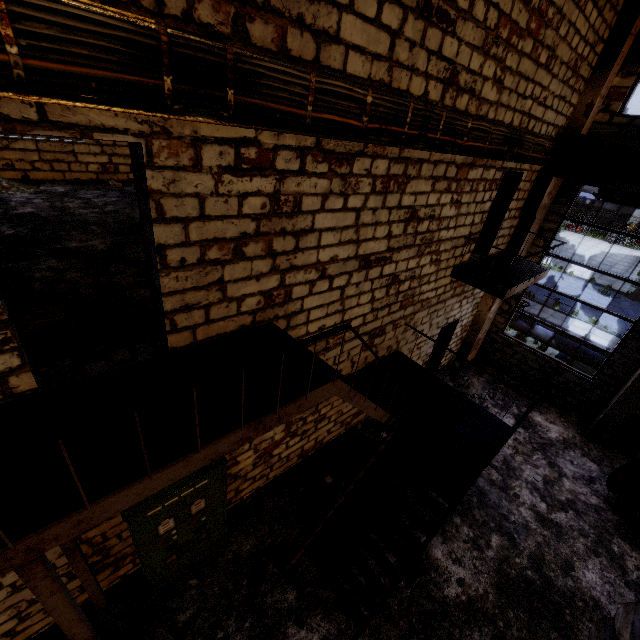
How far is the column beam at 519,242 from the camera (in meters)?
9.43

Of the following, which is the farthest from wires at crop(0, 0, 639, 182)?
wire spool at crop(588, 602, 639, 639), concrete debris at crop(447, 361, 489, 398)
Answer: wire spool at crop(588, 602, 639, 639)

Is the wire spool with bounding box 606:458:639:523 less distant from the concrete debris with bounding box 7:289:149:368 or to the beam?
the beam

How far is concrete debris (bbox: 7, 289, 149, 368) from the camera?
3.5 meters

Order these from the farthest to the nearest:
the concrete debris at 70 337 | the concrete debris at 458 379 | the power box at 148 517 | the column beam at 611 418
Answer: the concrete debris at 458 379 → the column beam at 611 418 → the power box at 148 517 → the concrete debris at 70 337

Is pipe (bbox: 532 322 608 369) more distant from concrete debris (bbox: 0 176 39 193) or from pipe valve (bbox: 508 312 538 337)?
concrete debris (bbox: 0 176 39 193)

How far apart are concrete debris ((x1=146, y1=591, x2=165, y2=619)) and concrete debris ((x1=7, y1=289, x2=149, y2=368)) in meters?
4.3 m

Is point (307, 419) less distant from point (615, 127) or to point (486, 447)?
point (486, 447)
